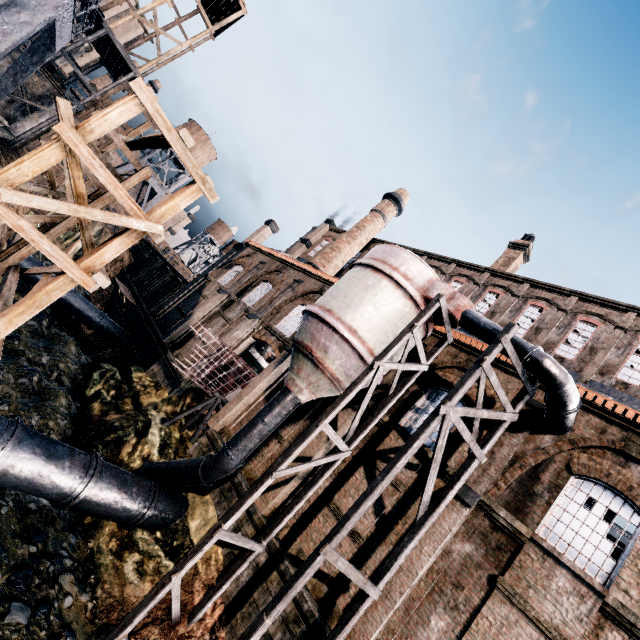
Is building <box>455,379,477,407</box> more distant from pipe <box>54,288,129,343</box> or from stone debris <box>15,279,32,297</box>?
stone debris <box>15,279,32,297</box>

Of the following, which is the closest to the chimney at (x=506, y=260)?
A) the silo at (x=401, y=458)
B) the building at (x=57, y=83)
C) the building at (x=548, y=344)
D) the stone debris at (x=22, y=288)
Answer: the building at (x=548, y=344)

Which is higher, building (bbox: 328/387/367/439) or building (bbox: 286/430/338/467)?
building (bbox: 328/387/367/439)

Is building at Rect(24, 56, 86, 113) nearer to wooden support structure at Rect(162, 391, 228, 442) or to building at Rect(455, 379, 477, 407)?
building at Rect(455, 379, 477, 407)

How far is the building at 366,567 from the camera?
12.0m

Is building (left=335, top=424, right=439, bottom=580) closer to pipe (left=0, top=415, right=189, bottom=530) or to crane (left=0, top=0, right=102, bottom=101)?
pipe (left=0, top=415, right=189, bottom=530)

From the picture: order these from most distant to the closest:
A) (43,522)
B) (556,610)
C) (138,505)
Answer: (138,505) → (43,522) → (556,610)

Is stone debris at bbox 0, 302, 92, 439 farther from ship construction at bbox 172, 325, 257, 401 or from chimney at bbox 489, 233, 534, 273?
chimney at bbox 489, 233, 534, 273
